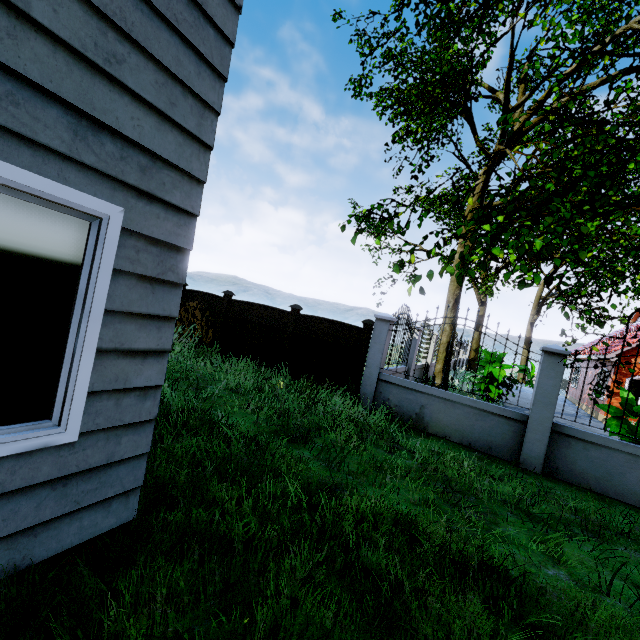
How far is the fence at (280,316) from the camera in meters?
8.9 m

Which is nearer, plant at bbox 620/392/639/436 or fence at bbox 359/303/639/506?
fence at bbox 359/303/639/506

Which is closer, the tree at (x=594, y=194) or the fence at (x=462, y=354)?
the tree at (x=594, y=194)

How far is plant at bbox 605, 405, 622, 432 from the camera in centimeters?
676cm

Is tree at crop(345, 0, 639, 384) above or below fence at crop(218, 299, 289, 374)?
above

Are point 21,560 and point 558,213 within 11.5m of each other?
no

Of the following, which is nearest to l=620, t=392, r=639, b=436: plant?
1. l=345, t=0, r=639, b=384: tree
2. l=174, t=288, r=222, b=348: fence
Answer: l=174, t=288, r=222, b=348: fence

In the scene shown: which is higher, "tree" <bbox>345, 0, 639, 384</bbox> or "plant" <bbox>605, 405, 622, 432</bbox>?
"tree" <bbox>345, 0, 639, 384</bbox>
